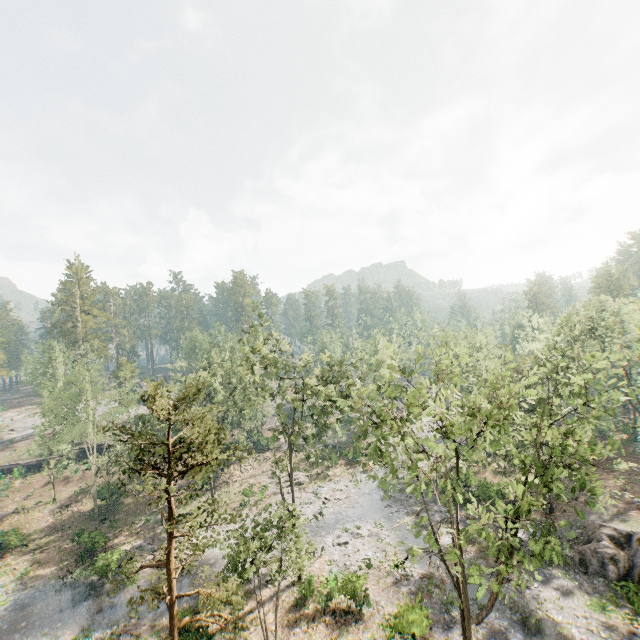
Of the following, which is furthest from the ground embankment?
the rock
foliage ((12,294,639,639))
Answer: the rock

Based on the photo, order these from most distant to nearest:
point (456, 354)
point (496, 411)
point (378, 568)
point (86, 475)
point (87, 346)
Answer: point (87, 346) → point (456, 354) → point (86, 475) → point (378, 568) → point (496, 411)

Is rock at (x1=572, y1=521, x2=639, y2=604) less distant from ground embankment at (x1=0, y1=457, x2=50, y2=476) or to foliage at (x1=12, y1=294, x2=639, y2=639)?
foliage at (x1=12, y1=294, x2=639, y2=639)

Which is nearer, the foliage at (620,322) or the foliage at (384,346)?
the foliage at (620,322)

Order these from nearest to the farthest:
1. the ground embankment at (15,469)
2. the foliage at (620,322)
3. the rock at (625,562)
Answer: the foliage at (620,322)
the rock at (625,562)
the ground embankment at (15,469)

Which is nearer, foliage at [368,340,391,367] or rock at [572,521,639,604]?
foliage at [368,340,391,367]

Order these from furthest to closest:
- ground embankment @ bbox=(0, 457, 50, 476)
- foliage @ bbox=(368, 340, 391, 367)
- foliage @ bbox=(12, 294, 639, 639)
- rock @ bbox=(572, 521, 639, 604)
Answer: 1. ground embankment @ bbox=(0, 457, 50, 476)
2. rock @ bbox=(572, 521, 639, 604)
3. foliage @ bbox=(368, 340, 391, 367)
4. foliage @ bbox=(12, 294, 639, 639)
